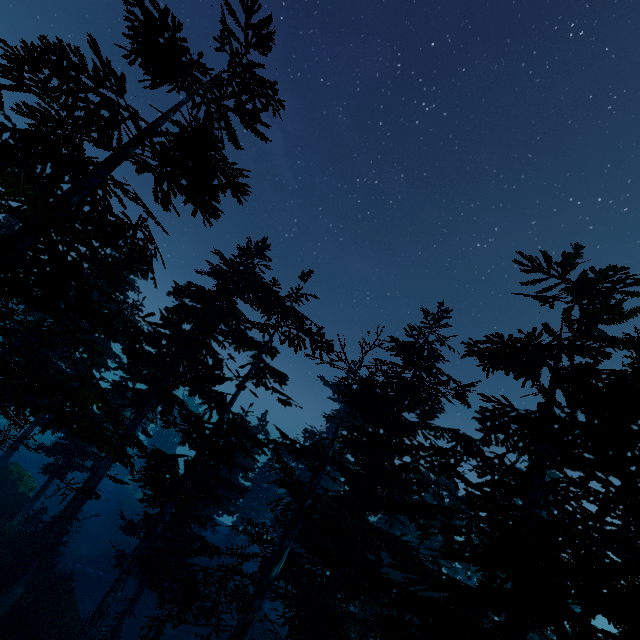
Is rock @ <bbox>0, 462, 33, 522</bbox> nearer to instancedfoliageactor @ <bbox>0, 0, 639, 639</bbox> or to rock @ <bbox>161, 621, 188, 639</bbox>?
instancedfoliageactor @ <bbox>0, 0, 639, 639</bbox>

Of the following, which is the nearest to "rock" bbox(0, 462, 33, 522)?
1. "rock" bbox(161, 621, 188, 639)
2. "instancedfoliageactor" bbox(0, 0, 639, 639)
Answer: "instancedfoliageactor" bbox(0, 0, 639, 639)

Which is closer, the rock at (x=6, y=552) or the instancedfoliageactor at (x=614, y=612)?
the instancedfoliageactor at (x=614, y=612)

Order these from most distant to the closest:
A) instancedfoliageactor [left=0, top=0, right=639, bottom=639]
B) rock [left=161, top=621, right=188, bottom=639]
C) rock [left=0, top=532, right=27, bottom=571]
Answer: rock [left=161, top=621, right=188, bottom=639] → rock [left=0, top=532, right=27, bottom=571] → instancedfoliageactor [left=0, top=0, right=639, bottom=639]

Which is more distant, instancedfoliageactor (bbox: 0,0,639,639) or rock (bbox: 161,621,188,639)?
rock (bbox: 161,621,188,639)

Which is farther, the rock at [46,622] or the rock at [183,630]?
the rock at [183,630]

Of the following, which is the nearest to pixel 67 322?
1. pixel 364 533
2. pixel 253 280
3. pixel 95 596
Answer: pixel 253 280
